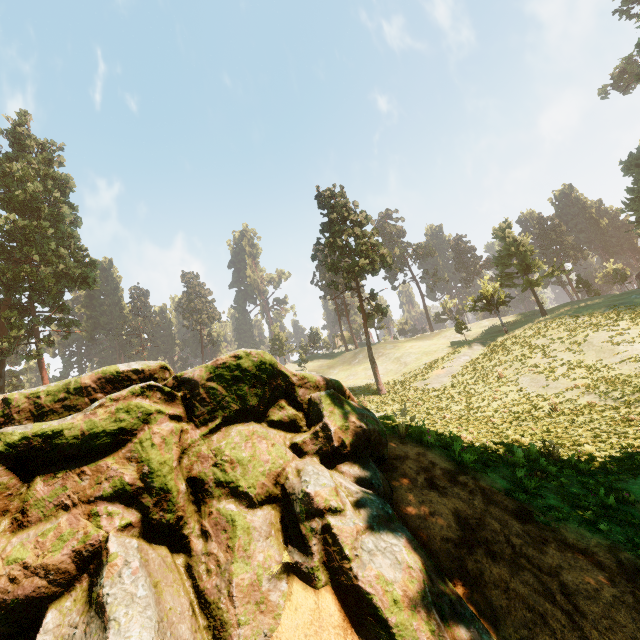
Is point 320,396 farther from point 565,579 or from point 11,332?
point 11,332

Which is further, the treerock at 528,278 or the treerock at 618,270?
the treerock at 618,270

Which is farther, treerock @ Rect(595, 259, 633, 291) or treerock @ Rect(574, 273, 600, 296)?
treerock @ Rect(574, 273, 600, 296)

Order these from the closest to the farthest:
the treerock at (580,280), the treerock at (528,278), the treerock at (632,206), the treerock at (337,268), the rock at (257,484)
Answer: the rock at (257,484) < the treerock at (337,268) < the treerock at (632,206) < the treerock at (528,278) < the treerock at (580,280)

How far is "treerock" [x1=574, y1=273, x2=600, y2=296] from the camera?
45.44m

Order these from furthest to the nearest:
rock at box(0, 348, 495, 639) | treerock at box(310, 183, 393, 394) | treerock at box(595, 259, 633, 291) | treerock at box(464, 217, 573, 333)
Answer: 1. treerock at box(595, 259, 633, 291)
2. treerock at box(464, 217, 573, 333)
3. treerock at box(310, 183, 393, 394)
4. rock at box(0, 348, 495, 639)

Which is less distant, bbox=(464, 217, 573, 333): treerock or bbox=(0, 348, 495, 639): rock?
bbox=(0, 348, 495, 639): rock
